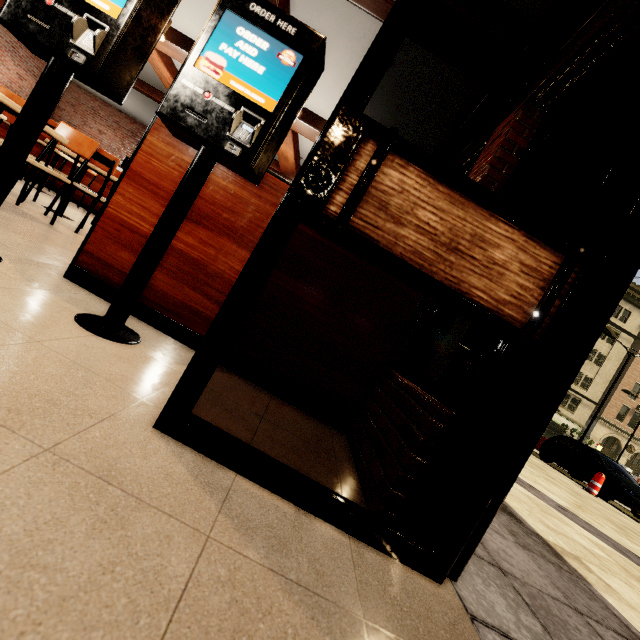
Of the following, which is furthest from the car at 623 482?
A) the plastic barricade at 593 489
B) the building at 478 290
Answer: the building at 478 290

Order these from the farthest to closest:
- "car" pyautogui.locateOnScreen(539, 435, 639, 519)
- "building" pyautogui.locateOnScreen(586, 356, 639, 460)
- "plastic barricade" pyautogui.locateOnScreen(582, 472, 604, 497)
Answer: "building" pyautogui.locateOnScreen(586, 356, 639, 460) < "car" pyautogui.locateOnScreen(539, 435, 639, 519) < "plastic barricade" pyautogui.locateOnScreen(582, 472, 604, 497)

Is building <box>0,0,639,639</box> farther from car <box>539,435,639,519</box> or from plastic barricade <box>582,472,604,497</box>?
car <box>539,435,639,519</box>

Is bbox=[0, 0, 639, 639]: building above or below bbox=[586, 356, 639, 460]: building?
below

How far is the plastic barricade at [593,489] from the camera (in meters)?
9.66

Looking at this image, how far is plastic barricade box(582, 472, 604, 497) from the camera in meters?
9.7

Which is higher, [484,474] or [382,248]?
[382,248]
